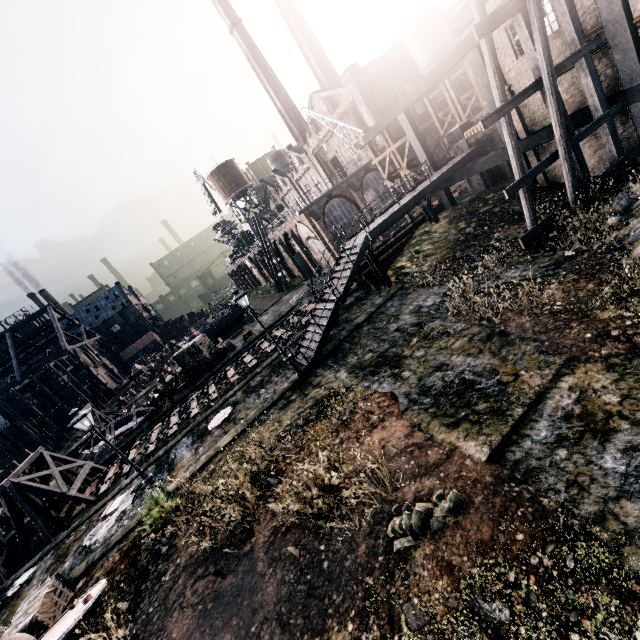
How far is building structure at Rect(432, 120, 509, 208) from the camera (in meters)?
18.79

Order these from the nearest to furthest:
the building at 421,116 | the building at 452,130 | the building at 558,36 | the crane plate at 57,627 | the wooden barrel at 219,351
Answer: the crane plate at 57,627 < the building at 558,36 < the building at 452,130 < the wooden barrel at 219,351 < the building at 421,116

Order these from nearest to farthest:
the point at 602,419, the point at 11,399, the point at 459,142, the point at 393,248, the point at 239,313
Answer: the point at 602,419 → the point at 393,248 → the point at 459,142 → the point at 239,313 → the point at 11,399

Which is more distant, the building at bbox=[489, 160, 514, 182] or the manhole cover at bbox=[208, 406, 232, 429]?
the building at bbox=[489, 160, 514, 182]

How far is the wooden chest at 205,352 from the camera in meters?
34.6 m

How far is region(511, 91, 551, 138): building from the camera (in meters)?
16.67

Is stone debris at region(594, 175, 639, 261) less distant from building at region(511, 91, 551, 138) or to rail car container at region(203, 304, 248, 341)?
building at region(511, 91, 551, 138)
